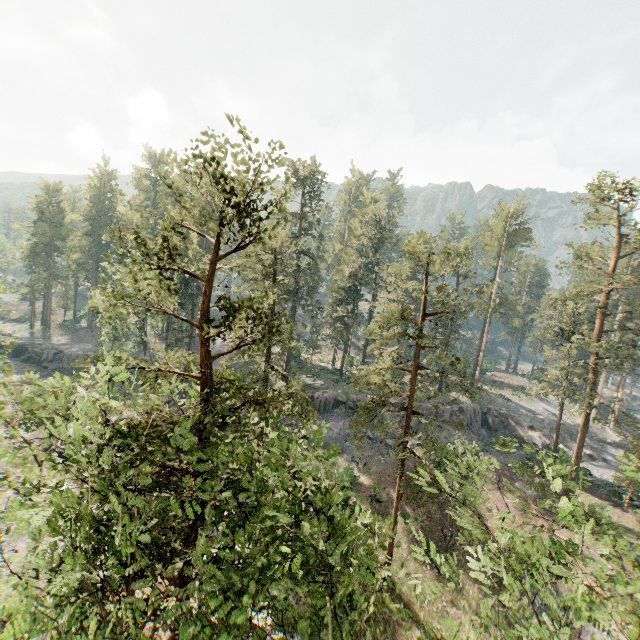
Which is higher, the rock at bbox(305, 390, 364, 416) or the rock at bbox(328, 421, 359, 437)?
the rock at bbox(305, 390, 364, 416)

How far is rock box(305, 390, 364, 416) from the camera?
41.12m

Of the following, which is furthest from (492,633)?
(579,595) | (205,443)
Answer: (205,443)

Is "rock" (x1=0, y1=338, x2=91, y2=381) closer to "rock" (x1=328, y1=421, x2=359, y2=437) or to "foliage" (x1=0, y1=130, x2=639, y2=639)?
"foliage" (x1=0, y1=130, x2=639, y2=639)

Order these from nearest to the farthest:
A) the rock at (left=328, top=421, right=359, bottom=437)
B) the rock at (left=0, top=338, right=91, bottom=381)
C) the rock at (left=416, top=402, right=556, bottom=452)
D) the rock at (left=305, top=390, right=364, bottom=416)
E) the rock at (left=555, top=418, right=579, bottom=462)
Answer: the rock at (left=328, top=421, right=359, bottom=437)
the rock at (left=555, top=418, right=579, bottom=462)
the rock at (left=305, top=390, right=364, bottom=416)
the rock at (left=416, top=402, right=556, bottom=452)
the rock at (left=0, top=338, right=91, bottom=381)

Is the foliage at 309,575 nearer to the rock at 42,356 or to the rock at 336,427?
the rock at 336,427

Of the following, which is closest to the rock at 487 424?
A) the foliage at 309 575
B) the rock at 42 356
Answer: the foliage at 309 575
